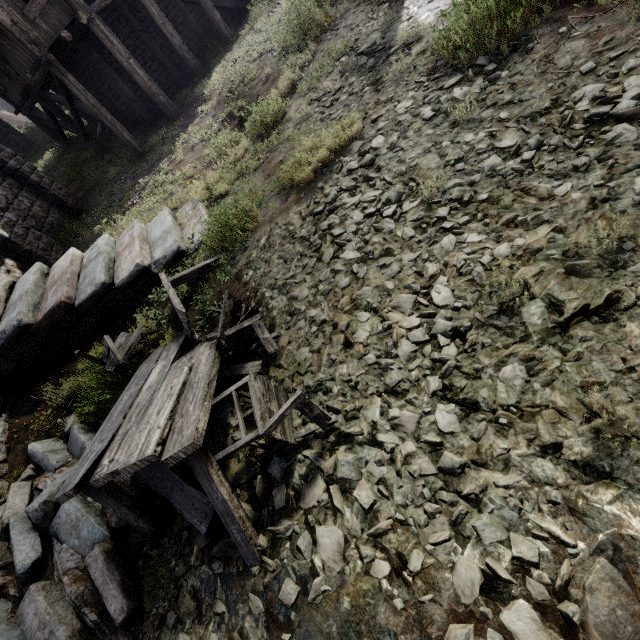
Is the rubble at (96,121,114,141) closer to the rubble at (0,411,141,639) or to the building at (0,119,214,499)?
the building at (0,119,214,499)

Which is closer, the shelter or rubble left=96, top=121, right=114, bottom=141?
rubble left=96, top=121, right=114, bottom=141

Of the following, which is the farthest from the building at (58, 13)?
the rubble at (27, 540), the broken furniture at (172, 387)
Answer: the broken furniture at (172, 387)

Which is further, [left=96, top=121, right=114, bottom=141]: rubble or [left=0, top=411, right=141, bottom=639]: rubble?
[left=96, top=121, right=114, bottom=141]: rubble

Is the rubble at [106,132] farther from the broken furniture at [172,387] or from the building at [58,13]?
the broken furniture at [172,387]

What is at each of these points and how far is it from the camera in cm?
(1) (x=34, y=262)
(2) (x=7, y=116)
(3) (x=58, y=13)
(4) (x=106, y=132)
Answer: (1) building, 953
(2) shelter, 3428
(3) building, 1131
(4) rubble, 1742

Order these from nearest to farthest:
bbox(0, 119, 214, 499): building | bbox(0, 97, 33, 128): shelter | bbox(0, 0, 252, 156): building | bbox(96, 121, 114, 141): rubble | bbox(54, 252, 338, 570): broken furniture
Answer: bbox(54, 252, 338, 570): broken furniture < bbox(0, 119, 214, 499): building < bbox(0, 0, 252, 156): building < bbox(96, 121, 114, 141): rubble < bbox(0, 97, 33, 128): shelter
